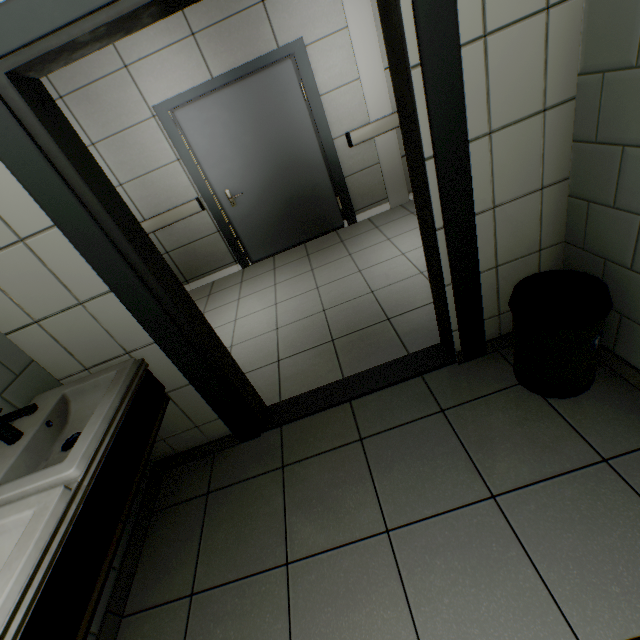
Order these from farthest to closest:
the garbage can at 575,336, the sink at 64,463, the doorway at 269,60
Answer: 1. the doorway at 269,60
2. the garbage can at 575,336
3. the sink at 64,463

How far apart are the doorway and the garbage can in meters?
3.3

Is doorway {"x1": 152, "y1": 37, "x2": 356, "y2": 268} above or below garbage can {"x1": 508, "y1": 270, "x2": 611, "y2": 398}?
above

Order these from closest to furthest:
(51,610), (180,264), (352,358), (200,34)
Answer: (51,610) → (352,358) → (200,34) → (180,264)

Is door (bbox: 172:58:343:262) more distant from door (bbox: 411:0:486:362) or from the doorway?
door (bbox: 411:0:486:362)

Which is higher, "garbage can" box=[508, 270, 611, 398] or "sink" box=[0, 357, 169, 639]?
"sink" box=[0, 357, 169, 639]

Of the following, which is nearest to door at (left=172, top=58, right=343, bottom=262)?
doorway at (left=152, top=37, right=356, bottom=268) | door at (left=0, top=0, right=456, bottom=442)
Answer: doorway at (left=152, top=37, right=356, bottom=268)

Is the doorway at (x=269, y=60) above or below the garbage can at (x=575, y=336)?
above
